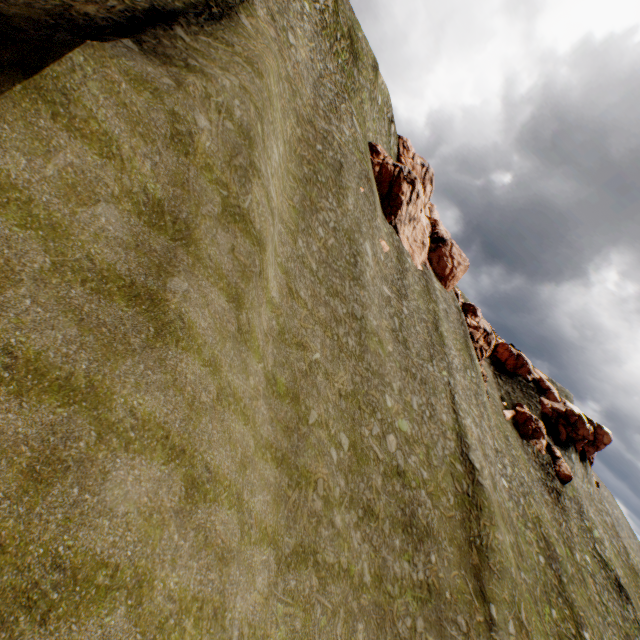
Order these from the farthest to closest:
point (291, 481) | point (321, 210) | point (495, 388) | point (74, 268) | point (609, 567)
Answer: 1. point (495, 388)
2. point (609, 567)
3. point (321, 210)
4. point (291, 481)
5. point (74, 268)

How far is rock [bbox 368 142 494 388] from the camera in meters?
43.0 m

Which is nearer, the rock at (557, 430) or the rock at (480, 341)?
the rock at (480, 341)

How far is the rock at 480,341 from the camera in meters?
43.0

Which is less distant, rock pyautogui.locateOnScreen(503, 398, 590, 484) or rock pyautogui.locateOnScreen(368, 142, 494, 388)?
rock pyautogui.locateOnScreen(368, 142, 494, 388)

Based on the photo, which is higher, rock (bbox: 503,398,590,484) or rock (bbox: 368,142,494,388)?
rock (bbox: 368,142,494,388)
